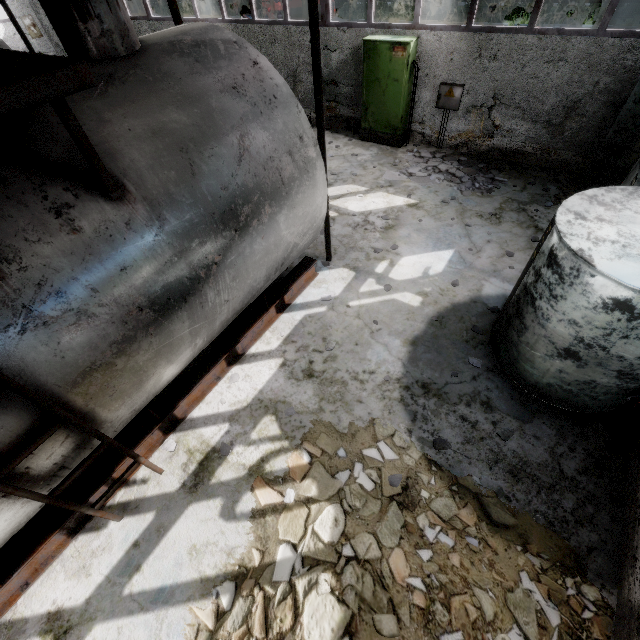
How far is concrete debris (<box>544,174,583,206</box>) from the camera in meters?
7.4

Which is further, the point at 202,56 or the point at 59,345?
the point at 202,56

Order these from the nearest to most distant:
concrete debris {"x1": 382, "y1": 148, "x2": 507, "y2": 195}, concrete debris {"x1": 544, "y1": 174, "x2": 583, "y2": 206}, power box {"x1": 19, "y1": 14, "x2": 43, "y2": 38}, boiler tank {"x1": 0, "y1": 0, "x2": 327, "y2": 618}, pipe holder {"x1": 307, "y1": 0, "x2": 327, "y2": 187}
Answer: boiler tank {"x1": 0, "y1": 0, "x2": 327, "y2": 618}, pipe holder {"x1": 307, "y1": 0, "x2": 327, "y2": 187}, concrete debris {"x1": 544, "y1": 174, "x2": 583, "y2": 206}, concrete debris {"x1": 382, "y1": 148, "x2": 507, "y2": 195}, power box {"x1": 19, "y1": 14, "x2": 43, "y2": 38}

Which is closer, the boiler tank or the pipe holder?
the boiler tank

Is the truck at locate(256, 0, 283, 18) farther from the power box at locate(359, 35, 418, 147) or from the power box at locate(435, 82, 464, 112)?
the power box at locate(435, 82, 464, 112)

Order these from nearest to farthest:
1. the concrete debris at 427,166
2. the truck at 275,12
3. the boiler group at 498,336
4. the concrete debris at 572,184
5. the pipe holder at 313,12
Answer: the boiler group at 498,336 → the pipe holder at 313,12 → the concrete debris at 572,184 → the concrete debris at 427,166 → the truck at 275,12

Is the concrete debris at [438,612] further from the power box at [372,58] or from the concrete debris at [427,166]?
the power box at [372,58]

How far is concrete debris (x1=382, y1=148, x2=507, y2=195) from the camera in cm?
809
